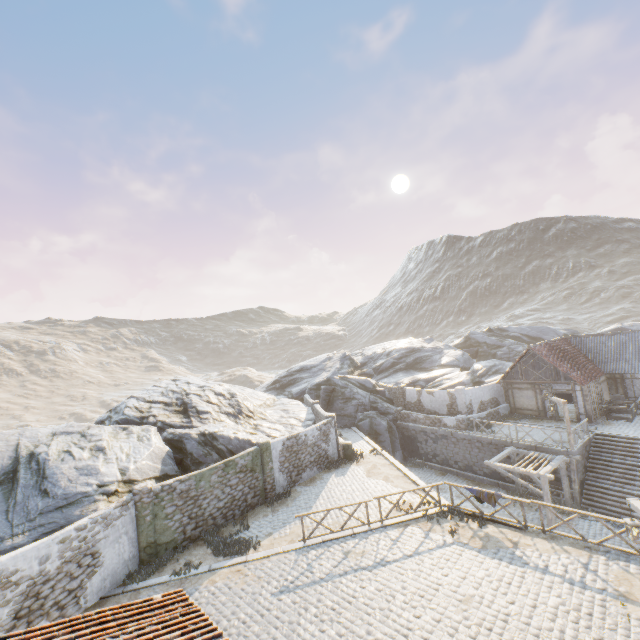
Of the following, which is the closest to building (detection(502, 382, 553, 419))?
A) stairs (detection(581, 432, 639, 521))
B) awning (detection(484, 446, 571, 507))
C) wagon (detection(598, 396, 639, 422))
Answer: wagon (detection(598, 396, 639, 422))

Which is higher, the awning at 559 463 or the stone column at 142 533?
the stone column at 142 533

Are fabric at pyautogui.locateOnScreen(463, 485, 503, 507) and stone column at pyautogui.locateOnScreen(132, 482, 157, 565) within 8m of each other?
no

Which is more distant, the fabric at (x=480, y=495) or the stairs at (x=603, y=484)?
the stairs at (x=603, y=484)

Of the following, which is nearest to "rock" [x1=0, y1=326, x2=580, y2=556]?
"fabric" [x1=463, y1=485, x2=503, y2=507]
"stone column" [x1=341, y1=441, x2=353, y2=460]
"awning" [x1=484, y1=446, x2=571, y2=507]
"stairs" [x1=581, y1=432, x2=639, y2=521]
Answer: "stone column" [x1=341, y1=441, x2=353, y2=460]

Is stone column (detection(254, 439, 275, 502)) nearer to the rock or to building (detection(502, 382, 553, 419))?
the rock

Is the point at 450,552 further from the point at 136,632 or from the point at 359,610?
the point at 136,632

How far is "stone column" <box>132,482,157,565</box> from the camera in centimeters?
1333cm
